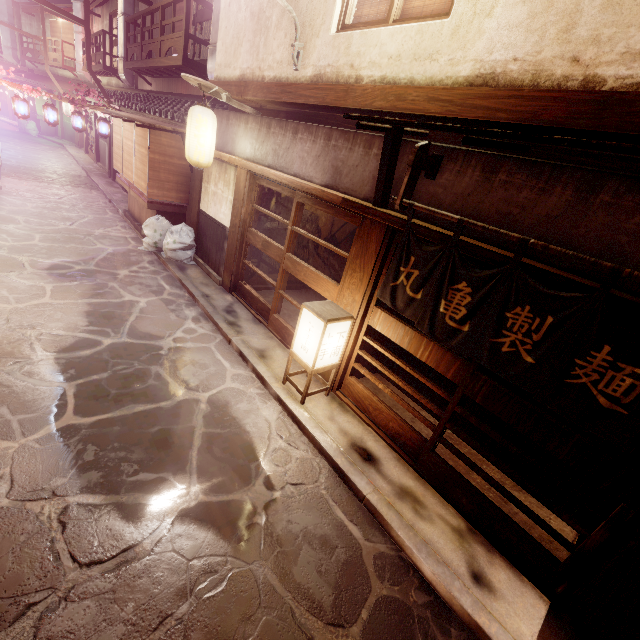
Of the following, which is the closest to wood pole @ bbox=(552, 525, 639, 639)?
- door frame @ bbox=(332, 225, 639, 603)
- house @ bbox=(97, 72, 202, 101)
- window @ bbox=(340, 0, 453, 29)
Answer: door frame @ bbox=(332, 225, 639, 603)

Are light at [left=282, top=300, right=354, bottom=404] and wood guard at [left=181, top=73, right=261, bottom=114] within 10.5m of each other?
yes

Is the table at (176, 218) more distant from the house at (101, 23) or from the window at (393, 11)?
the house at (101, 23)

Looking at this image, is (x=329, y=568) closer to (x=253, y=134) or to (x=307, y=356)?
(x=307, y=356)

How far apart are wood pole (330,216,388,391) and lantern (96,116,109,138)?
26.4m

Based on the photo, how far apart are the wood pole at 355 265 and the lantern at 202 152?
7.63m

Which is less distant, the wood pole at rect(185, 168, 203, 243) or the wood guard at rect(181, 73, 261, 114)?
the wood guard at rect(181, 73, 261, 114)

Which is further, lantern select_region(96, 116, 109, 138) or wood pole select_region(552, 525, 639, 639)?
lantern select_region(96, 116, 109, 138)
